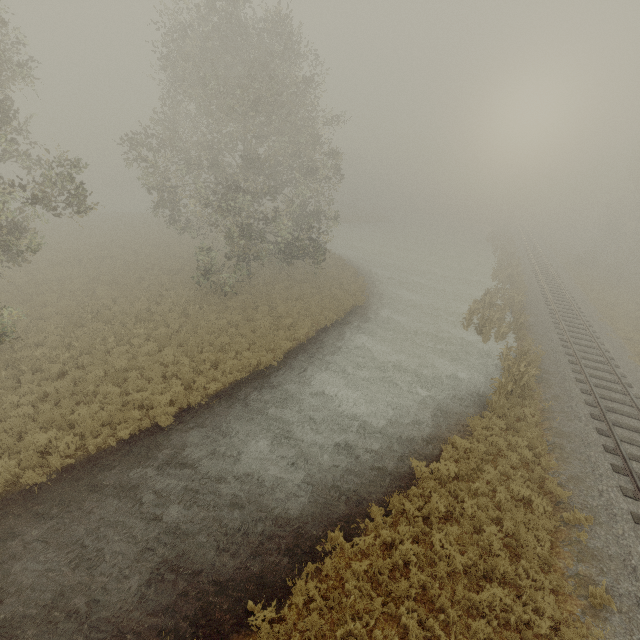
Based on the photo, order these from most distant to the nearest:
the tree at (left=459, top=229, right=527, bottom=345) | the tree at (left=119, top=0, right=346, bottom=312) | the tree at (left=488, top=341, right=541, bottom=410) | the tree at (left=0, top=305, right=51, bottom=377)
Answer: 1. the tree at (left=459, top=229, right=527, bottom=345)
2. the tree at (left=119, top=0, right=346, bottom=312)
3. the tree at (left=488, top=341, right=541, bottom=410)
4. the tree at (left=0, top=305, right=51, bottom=377)

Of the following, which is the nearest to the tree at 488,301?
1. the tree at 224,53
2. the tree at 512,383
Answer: the tree at 512,383

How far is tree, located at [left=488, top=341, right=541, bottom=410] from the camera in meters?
13.9 m

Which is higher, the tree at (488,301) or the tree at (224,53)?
the tree at (224,53)

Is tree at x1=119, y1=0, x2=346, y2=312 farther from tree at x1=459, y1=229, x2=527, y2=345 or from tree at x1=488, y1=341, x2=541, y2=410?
tree at x1=488, y1=341, x2=541, y2=410

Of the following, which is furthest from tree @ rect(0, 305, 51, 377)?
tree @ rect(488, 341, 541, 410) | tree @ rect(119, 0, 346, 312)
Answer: tree @ rect(488, 341, 541, 410)

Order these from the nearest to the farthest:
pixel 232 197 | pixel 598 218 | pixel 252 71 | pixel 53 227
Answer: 1. pixel 252 71
2. pixel 232 197
3. pixel 53 227
4. pixel 598 218

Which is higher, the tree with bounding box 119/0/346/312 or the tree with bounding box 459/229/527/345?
the tree with bounding box 119/0/346/312
